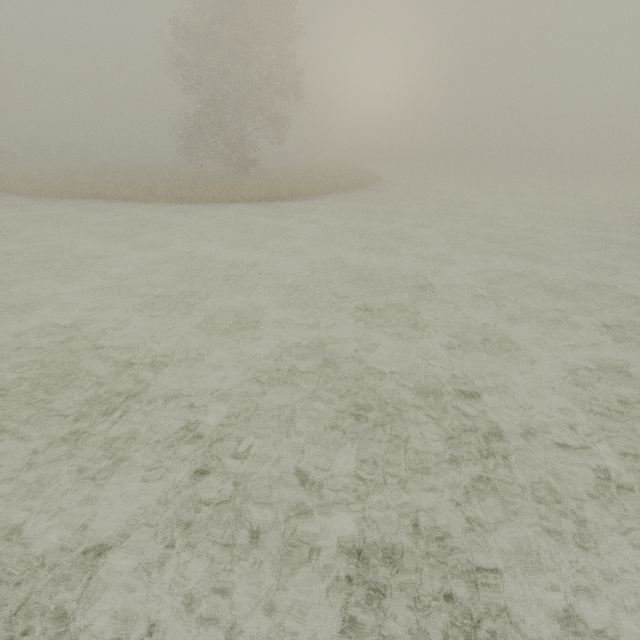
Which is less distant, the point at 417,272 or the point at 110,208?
the point at 417,272
